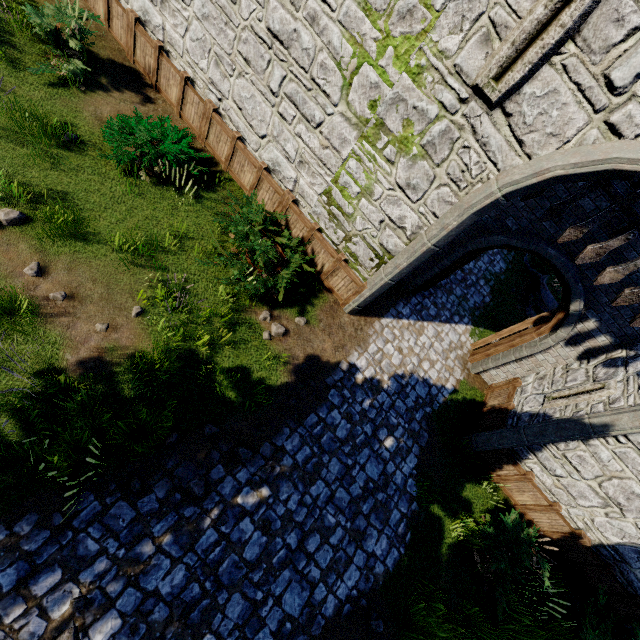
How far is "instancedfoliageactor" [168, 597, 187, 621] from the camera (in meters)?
4.59

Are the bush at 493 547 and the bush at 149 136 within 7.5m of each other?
no

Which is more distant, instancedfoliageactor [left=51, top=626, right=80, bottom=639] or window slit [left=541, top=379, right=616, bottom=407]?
window slit [left=541, top=379, right=616, bottom=407]

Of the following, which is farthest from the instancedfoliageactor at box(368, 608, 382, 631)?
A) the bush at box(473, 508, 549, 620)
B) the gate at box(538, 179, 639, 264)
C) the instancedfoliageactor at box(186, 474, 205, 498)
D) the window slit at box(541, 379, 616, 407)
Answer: the gate at box(538, 179, 639, 264)

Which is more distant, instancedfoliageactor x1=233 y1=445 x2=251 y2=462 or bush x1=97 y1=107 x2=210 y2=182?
bush x1=97 y1=107 x2=210 y2=182

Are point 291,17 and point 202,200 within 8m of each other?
yes

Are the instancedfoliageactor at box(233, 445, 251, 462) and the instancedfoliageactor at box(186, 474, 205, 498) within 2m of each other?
yes

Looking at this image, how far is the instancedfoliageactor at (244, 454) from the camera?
5.9m
